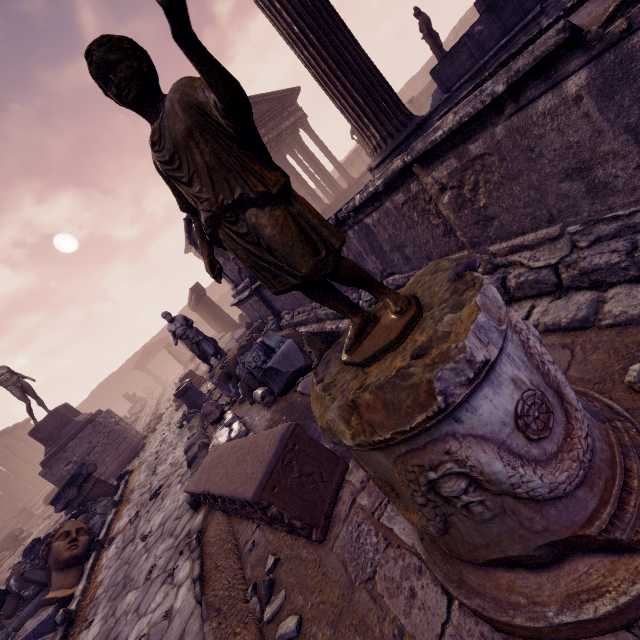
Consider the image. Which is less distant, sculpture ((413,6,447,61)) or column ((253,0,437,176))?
column ((253,0,437,176))

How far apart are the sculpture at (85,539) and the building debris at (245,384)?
3.37m

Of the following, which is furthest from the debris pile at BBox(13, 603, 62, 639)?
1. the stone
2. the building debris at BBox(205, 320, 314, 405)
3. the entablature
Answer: the entablature

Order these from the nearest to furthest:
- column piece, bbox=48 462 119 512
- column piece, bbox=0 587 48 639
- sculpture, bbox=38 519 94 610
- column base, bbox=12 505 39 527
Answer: sculpture, bbox=38 519 94 610 → column piece, bbox=0 587 48 639 → column piece, bbox=48 462 119 512 → column base, bbox=12 505 39 527

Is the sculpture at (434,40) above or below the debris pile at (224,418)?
above

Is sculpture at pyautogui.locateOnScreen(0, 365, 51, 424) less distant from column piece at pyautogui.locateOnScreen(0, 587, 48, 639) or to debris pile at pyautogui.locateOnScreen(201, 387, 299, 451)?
column piece at pyautogui.locateOnScreen(0, 587, 48, 639)

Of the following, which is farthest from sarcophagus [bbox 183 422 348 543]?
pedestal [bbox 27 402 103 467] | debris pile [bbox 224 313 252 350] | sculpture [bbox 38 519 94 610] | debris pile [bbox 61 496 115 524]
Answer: pedestal [bbox 27 402 103 467]

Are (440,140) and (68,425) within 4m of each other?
no
